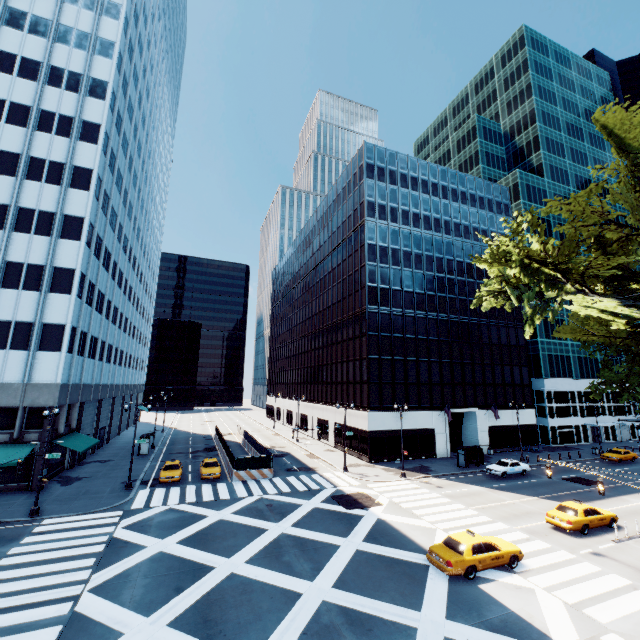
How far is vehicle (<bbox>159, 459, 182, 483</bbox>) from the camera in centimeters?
2984cm

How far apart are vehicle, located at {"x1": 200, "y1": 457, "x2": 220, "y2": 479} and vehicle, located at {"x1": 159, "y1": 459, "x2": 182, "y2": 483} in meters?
1.5

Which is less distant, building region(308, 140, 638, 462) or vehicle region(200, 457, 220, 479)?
vehicle region(200, 457, 220, 479)

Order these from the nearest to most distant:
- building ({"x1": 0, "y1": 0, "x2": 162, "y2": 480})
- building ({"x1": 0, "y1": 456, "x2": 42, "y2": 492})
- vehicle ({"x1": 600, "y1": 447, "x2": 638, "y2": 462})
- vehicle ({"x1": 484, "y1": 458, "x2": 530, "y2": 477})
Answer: → building ({"x1": 0, "y1": 456, "x2": 42, "y2": 492}) → building ({"x1": 0, "y1": 0, "x2": 162, "y2": 480}) → vehicle ({"x1": 484, "y1": 458, "x2": 530, "y2": 477}) → vehicle ({"x1": 600, "y1": 447, "x2": 638, "y2": 462})

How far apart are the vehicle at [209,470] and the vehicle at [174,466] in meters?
1.5

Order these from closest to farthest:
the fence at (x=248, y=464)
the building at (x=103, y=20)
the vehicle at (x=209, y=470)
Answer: the building at (x=103, y=20) → the vehicle at (x=209, y=470) → the fence at (x=248, y=464)

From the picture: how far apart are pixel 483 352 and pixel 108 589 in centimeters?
4945cm

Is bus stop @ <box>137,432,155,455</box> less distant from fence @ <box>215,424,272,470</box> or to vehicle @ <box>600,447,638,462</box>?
fence @ <box>215,424,272,470</box>
